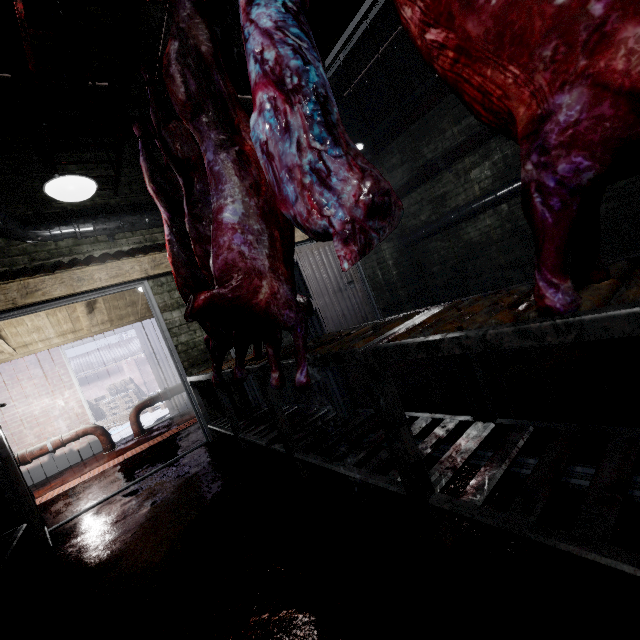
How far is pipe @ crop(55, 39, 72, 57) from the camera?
2.9 meters

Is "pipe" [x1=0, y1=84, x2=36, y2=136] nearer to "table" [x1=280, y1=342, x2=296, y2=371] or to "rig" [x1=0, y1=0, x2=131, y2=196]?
"rig" [x1=0, y1=0, x2=131, y2=196]

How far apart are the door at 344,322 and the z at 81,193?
2.2m

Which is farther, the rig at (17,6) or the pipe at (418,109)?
the pipe at (418,109)

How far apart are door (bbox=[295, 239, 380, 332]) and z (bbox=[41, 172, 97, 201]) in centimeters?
223cm

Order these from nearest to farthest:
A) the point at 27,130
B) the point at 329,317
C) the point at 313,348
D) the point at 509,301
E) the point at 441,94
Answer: the point at 509,301, the point at 313,348, the point at 27,130, the point at 441,94, the point at 329,317

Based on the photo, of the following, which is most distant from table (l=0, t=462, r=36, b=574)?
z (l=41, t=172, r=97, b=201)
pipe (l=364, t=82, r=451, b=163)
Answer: pipe (l=364, t=82, r=451, b=163)

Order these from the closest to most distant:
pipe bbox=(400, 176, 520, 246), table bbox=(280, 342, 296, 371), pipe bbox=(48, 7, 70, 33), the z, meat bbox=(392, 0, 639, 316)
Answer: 1. meat bbox=(392, 0, 639, 316)
2. table bbox=(280, 342, 296, 371)
3. the z
4. pipe bbox=(48, 7, 70, 33)
5. pipe bbox=(400, 176, 520, 246)
